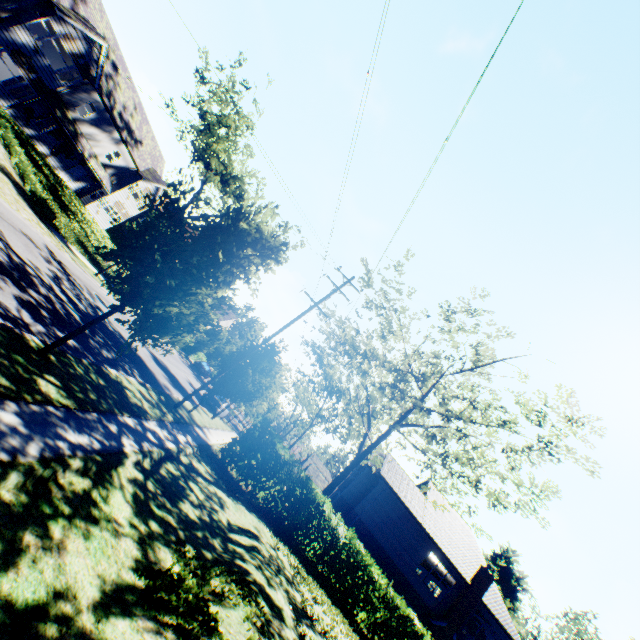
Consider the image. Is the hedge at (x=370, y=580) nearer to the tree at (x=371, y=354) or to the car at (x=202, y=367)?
the tree at (x=371, y=354)

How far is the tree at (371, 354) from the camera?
14.93m

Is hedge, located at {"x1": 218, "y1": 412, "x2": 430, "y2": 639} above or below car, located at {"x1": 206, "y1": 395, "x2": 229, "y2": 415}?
above

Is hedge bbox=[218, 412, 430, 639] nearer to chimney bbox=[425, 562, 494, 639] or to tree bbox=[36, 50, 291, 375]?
tree bbox=[36, 50, 291, 375]

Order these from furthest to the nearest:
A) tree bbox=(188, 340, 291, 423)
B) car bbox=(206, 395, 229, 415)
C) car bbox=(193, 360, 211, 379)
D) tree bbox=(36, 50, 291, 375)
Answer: car bbox=(193, 360, 211, 379) < car bbox=(206, 395, 229, 415) < tree bbox=(188, 340, 291, 423) < tree bbox=(36, 50, 291, 375)

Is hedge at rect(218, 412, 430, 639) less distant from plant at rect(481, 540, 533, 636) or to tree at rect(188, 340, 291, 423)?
tree at rect(188, 340, 291, 423)

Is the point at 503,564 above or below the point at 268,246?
above

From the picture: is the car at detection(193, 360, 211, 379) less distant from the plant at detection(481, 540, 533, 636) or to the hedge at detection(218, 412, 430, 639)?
the hedge at detection(218, 412, 430, 639)
